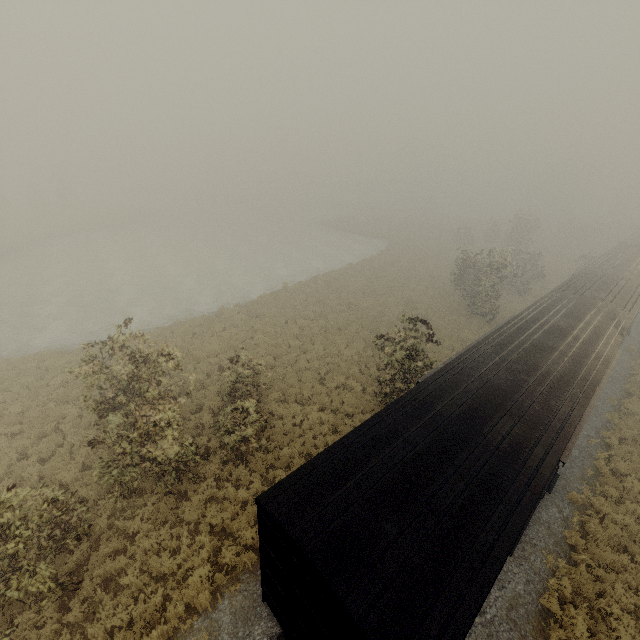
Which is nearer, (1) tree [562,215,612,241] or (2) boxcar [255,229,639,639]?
(2) boxcar [255,229,639,639]

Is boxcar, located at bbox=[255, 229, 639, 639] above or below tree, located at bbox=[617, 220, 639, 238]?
above

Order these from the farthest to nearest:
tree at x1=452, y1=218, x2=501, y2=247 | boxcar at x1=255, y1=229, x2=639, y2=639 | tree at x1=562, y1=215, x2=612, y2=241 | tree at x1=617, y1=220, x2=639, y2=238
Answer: tree at x1=562, y1=215, x2=612, y2=241 < tree at x1=617, y1=220, x2=639, y2=238 < tree at x1=452, y1=218, x2=501, y2=247 < boxcar at x1=255, y1=229, x2=639, y2=639

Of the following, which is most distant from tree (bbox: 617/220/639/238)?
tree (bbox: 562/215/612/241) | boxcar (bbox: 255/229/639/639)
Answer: tree (bbox: 562/215/612/241)

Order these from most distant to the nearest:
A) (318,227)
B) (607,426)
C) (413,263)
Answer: (318,227) → (413,263) → (607,426)

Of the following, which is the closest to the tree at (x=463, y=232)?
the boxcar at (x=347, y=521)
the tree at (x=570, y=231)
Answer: the boxcar at (x=347, y=521)

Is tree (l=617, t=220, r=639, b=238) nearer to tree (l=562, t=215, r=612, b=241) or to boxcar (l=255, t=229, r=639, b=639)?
boxcar (l=255, t=229, r=639, b=639)

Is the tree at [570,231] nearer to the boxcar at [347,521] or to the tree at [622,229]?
the tree at [622,229]
